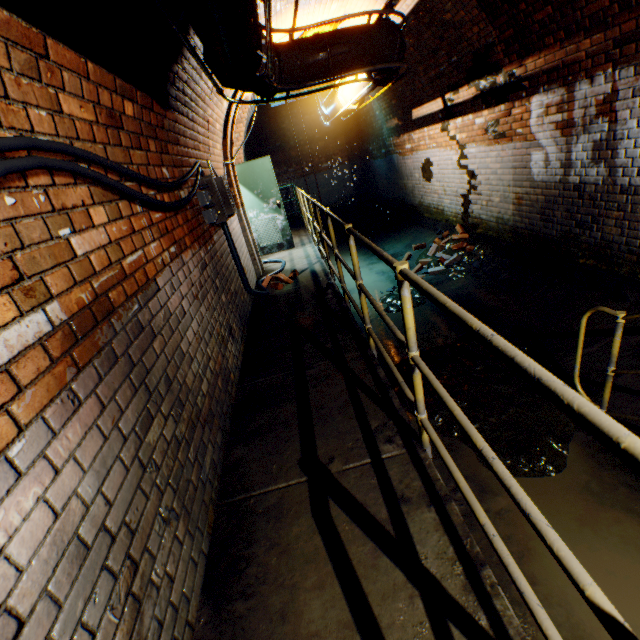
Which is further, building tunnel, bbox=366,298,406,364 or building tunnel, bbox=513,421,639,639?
building tunnel, bbox=366,298,406,364

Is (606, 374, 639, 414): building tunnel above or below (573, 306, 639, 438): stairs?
below

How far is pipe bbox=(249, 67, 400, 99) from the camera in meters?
3.4 m

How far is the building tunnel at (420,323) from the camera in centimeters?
476cm

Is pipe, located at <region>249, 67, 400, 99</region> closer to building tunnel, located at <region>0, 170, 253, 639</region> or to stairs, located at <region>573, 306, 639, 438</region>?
building tunnel, located at <region>0, 170, 253, 639</region>

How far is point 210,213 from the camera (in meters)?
3.55

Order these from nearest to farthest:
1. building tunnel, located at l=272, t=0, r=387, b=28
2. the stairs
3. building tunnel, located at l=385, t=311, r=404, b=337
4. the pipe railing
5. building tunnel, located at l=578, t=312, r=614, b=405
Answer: the pipe railing → the stairs → building tunnel, located at l=578, t=312, r=614, b=405 → building tunnel, located at l=272, t=0, r=387, b=28 → building tunnel, located at l=385, t=311, r=404, b=337

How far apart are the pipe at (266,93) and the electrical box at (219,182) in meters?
0.9
